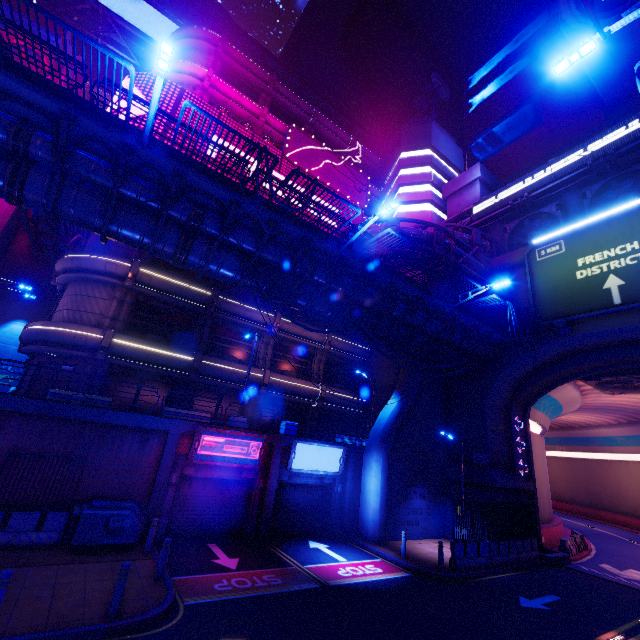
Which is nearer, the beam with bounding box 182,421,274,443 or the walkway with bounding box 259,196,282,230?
the walkway with bounding box 259,196,282,230

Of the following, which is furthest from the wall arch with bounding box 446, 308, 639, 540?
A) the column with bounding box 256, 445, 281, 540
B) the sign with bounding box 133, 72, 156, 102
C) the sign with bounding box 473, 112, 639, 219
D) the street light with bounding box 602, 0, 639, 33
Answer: the street light with bounding box 602, 0, 639, 33

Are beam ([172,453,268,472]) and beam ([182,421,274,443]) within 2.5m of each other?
yes

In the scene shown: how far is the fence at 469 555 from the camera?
15.0 meters

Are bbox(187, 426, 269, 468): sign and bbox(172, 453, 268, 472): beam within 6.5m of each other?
yes

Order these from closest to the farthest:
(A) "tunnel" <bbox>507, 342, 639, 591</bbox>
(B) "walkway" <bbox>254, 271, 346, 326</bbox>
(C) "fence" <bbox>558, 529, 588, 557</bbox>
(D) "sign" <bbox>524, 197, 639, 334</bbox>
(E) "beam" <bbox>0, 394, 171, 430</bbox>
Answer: (E) "beam" <bbox>0, 394, 171, 430</bbox> → (B) "walkway" <bbox>254, 271, 346, 326</bbox> → (D) "sign" <bbox>524, 197, 639, 334</bbox> → (A) "tunnel" <bbox>507, 342, 639, 591</bbox> → (C) "fence" <bbox>558, 529, 588, 557</bbox>

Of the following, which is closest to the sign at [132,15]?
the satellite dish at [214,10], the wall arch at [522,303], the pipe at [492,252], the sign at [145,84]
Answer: the satellite dish at [214,10]

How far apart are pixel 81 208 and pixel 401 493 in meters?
20.7
